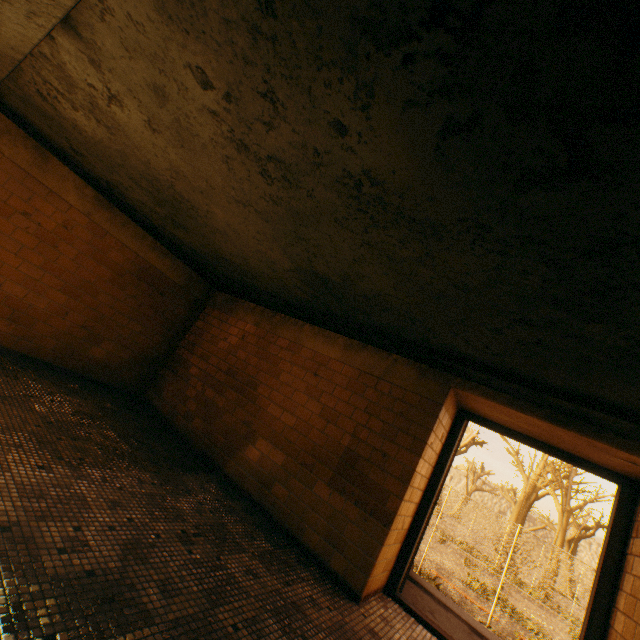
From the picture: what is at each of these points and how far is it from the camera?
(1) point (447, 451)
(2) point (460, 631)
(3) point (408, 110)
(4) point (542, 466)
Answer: (1) door, 3.9m
(2) stairs, 3.8m
(3) stairs, 1.2m
(4) tree, 26.4m

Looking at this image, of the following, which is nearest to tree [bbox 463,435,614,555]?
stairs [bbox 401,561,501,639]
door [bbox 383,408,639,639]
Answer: stairs [bbox 401,561,501,639]

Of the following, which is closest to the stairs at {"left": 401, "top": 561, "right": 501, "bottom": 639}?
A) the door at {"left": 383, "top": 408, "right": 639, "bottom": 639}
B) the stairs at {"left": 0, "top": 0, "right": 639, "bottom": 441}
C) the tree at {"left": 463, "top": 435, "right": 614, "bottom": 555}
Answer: the door at {"left": 383, "top": 408, "right": 639, "bottom": 639}

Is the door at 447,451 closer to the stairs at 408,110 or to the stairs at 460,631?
the stairs at 460,631

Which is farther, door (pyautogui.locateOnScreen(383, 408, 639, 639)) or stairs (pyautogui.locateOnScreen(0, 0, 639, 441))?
door (pyautogui.locateOnScreen(383, 408, 639, 639))

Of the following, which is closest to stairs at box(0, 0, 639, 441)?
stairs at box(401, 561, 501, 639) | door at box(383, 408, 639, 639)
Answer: door at box(383, 408, 639, 639)

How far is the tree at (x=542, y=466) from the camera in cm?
2277

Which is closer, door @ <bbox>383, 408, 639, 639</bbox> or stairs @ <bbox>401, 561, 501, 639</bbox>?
door @ <bbox>383, 408, 639, 639</bbox>
